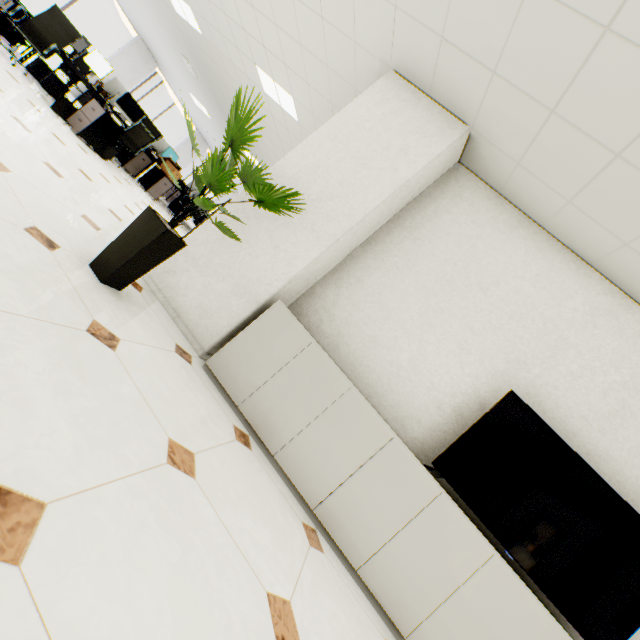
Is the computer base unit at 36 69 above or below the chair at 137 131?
below

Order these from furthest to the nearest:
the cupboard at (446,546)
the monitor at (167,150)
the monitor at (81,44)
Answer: the monitor at (167,150) < the monitor at (81,44) < the cupboard at (446,546)

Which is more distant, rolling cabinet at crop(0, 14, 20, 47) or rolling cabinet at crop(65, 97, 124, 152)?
rolling cabinet at crop(0, 14, 20, 47)

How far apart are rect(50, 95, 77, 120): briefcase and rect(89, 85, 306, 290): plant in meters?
4.9

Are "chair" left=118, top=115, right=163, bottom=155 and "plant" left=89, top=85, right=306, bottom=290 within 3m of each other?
no

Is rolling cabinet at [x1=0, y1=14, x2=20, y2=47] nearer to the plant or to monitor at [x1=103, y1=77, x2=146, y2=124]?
monitor at [x1=103, y1=77, x2=146, y2=124]

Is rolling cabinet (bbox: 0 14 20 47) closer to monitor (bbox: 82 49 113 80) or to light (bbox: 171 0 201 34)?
monitor (bbox: 82 49 113 80)

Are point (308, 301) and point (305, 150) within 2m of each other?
yes
